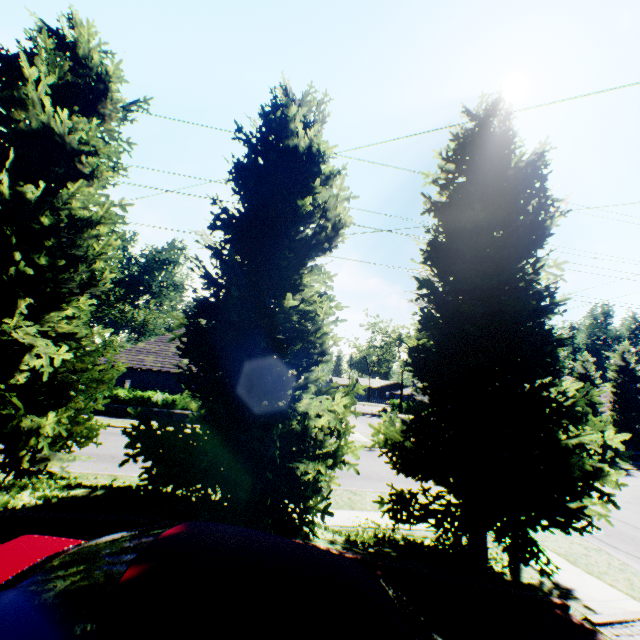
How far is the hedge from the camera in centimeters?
2280cm

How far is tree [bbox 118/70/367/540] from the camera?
5.7 meters

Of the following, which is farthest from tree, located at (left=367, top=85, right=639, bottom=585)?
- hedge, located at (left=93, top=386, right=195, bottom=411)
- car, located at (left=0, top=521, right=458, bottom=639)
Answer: hedge, located at (left=93, top=386, right=195, bottom=411)

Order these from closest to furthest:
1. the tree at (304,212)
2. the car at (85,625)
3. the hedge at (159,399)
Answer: the car at (85,625) < the tree at (304,212) < the hedge at (159,399)

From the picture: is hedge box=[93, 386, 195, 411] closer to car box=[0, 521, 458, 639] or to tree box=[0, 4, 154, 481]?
tree box=[0, 4, 154, 481]

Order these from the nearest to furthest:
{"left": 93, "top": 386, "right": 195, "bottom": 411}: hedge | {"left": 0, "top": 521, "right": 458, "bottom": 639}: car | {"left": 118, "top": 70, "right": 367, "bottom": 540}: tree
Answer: {"left": 0, "top": 521, "right": 458, "bottom": 639}: car
{"left": 118, "top": 70, "right": 367, "bottom": 540}: tree
{"left": 93, "top": 386, "right": 195, "bottom": 411}: hedge

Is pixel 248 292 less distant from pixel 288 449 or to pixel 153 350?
pixel 288 449

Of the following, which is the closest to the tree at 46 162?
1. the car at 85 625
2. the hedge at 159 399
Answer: the car at 85 625
